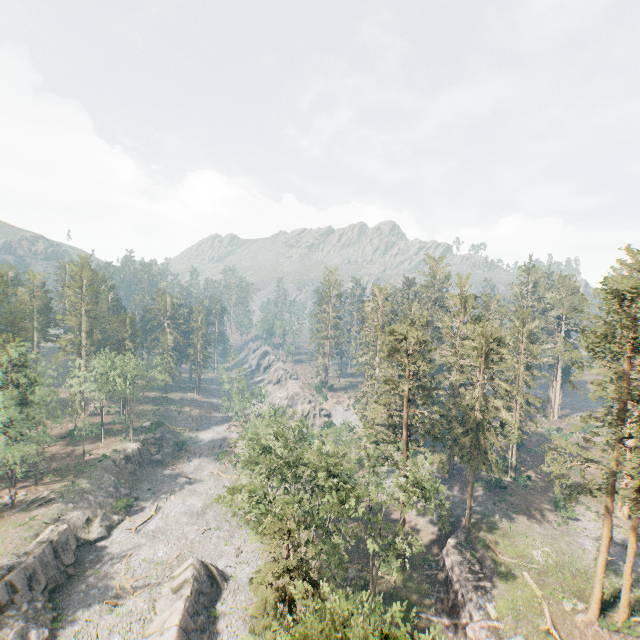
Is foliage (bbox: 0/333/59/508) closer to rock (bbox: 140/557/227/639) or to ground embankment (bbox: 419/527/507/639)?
rock (bbox: 140/557/227/639)

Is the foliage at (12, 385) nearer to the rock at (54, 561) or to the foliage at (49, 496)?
the rock at (54, 561)

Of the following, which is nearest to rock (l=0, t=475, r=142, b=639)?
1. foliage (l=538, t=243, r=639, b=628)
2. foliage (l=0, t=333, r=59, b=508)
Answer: foliage (l=538, t=243, r=639, b=628)

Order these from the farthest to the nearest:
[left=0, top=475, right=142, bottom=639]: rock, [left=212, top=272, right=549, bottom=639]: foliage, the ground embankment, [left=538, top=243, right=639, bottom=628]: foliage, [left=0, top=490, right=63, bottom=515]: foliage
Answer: [left=0, top=490, right=63, bottom=515]: foliage < [left=0, top=475, right=142, bottom=639]: rock < the ground embankment < [left=538, top=243, right=639, bottom=628]: foliage < [left=212, top=272, right=549, bottom=639]: foliage

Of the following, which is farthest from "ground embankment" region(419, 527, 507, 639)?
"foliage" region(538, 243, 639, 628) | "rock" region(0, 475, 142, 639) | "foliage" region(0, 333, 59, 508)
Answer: "foliage" region(0, 333, 59, 508)

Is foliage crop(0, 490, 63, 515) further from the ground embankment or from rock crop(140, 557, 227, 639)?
rock crop(140, 557, 227, 639)

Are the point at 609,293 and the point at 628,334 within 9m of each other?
yes

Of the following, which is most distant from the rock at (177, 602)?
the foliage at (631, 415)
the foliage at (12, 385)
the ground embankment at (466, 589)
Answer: the ground embankment at (466, 589)
